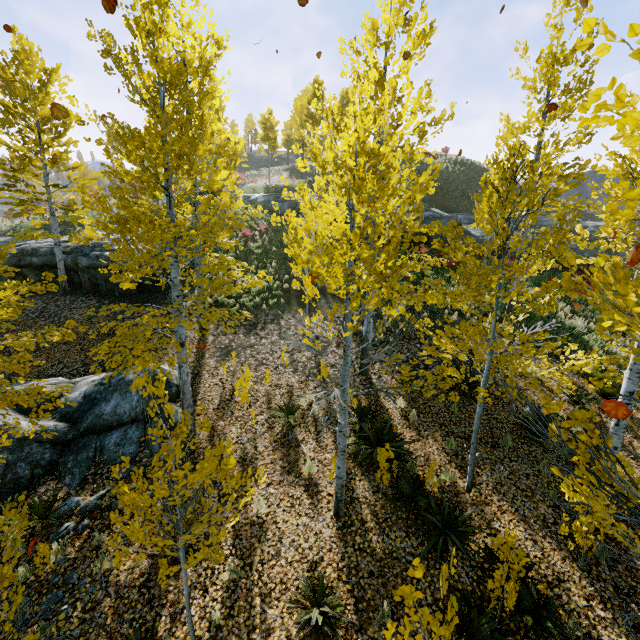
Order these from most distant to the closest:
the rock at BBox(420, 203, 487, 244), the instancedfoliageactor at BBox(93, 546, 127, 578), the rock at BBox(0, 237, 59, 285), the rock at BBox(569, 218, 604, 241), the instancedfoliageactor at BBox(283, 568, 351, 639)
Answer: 1. the rock at BBox(569, 218, 604, 241)
2. the rock at BBox(420, 203, 487, 244)
3. the rock at BBox(0, 237, 59, 285)
4. the instancedfoliageactor at BBox(283, 568, 351, 639)
5. the instancedfoliageactor at BBox(93, 546, 127, 578)

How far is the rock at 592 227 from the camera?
24.0 meters

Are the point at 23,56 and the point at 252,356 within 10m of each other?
no

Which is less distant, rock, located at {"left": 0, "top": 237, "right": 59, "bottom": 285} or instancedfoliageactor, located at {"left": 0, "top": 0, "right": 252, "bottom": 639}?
instancedfoliageactor, located at {"left": 0, "top": 0, "right": 252, "bottom": 639}

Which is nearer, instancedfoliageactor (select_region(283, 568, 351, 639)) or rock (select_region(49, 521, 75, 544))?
instancedfoliageactor (select_region(283, 568, 351, 639))

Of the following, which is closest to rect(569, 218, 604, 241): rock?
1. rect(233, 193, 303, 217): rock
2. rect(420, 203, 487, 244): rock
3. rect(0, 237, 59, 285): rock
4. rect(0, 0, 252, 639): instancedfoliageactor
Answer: rect(420, 203, 487, 244): rock

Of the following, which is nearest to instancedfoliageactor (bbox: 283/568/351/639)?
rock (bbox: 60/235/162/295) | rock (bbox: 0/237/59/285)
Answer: rock (bbox: 60/235/162/295)

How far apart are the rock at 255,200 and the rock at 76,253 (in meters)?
11.57
